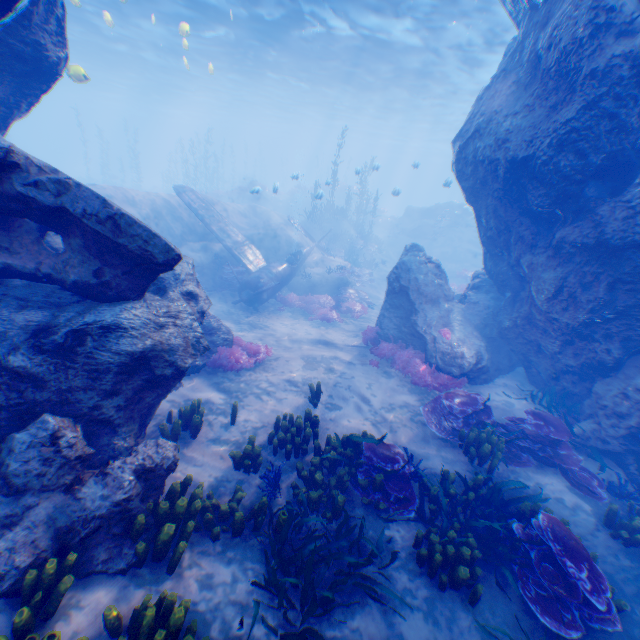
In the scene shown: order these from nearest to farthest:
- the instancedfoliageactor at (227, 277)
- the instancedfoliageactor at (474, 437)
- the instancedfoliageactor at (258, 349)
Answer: the instancedfoliageactor at (474, 437)
the instancedfoliageactor at (258, 349)
the instancedfoliageactor at (227, 277)

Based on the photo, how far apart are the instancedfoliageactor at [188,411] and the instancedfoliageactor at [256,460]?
0.92m

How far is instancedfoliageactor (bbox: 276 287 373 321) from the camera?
15.1 meters

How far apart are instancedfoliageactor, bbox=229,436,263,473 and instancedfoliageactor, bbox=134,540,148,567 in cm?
54

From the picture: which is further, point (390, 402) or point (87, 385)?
point (390, 402)

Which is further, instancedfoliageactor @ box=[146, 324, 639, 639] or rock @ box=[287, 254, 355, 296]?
rock @ box=[287, 254, 355, 296]

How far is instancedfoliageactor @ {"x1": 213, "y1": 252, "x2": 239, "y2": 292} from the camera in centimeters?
1566cm

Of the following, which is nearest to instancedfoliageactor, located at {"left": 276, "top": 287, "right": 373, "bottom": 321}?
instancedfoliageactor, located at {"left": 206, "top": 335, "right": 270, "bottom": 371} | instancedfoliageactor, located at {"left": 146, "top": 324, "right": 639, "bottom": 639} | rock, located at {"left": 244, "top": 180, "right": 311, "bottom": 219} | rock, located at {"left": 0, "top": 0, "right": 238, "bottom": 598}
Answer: rock, located at {"left": 0, "top": 0, "right": 238, "bottom": 598}
